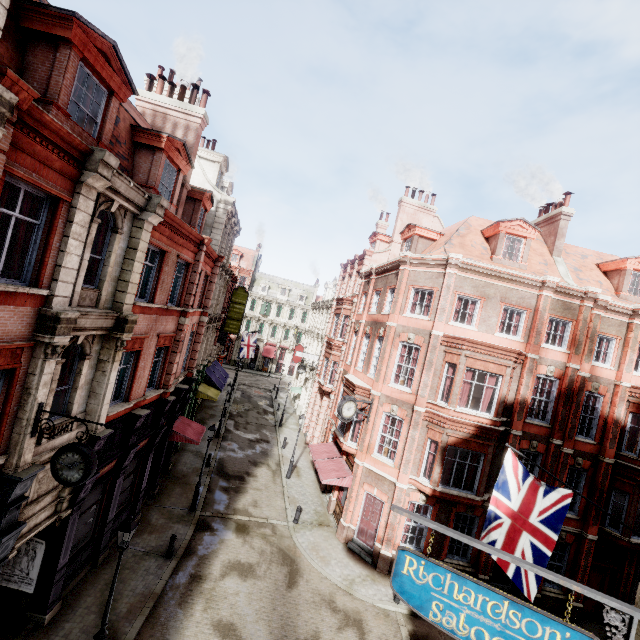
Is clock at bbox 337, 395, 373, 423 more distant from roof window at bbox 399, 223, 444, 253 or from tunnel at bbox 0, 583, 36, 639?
tunnel at bbox 0, 583, 36, 639

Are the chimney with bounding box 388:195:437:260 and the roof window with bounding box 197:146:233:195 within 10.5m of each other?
no

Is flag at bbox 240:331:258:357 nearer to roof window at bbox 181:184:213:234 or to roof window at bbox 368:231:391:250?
roof window at bbox 368:231:391:250

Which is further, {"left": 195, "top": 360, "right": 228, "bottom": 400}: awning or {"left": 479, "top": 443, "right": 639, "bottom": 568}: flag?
{"left": 195, "top": 360, "right": 228, "bottom": 400}: awning

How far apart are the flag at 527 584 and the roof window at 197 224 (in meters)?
16.67

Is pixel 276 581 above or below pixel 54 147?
below

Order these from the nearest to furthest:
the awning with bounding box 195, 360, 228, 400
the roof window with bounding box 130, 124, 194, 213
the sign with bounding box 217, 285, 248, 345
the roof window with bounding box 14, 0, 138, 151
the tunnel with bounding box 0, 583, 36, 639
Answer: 1. the roof window with bounding box 14, 0, 138, 151
2. the tunnel with bounding box 0, 583, 36, 639
3. the roof window with bounding box 130, 124, 194, 213
4. the awning with bounding box 195, 360, 228, 400
5. the sign with bounding box 217, 285, 248, 345

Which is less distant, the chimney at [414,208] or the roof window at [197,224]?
the roof window at [197,224]
